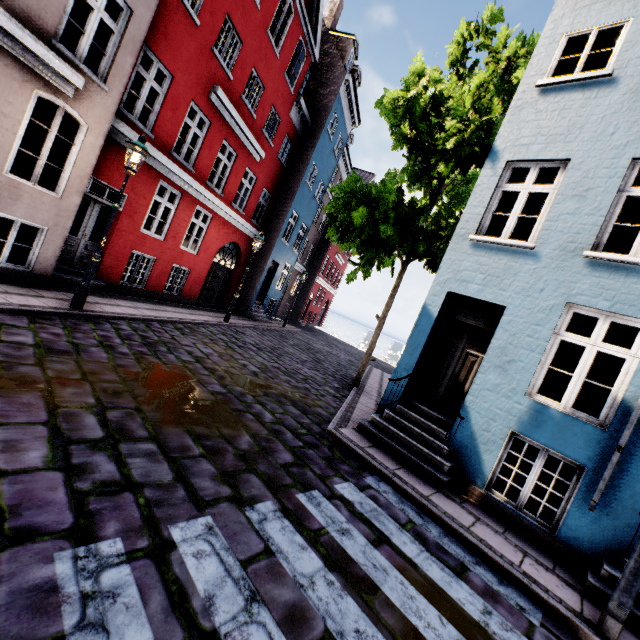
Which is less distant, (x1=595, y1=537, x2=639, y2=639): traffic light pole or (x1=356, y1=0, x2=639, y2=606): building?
(x1=595, y1=537, x2=639, y2=639): traffic light pole

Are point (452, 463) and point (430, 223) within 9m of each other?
yes

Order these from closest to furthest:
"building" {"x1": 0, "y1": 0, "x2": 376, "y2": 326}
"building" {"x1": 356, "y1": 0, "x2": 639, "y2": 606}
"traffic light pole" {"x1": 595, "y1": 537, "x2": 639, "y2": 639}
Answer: "traffic light pole" {"x1": 595, "y1": 537, "x2": 639, "y2": 639}
"building" {"x1": 356, "y1": 0, "x2": 639, "y2": 606}
"building" {"x1": 0, "y1": 0, "x2": 376, "y2": 326}

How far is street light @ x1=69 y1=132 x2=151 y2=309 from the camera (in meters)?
6.61

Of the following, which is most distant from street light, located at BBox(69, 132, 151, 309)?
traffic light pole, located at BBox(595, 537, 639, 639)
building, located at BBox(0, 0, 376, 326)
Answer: traffic light pole, located at BBox(595, 537, 639, 639)

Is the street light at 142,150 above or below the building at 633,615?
above

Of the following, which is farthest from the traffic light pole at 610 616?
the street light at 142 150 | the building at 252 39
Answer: the street light at 142 150
